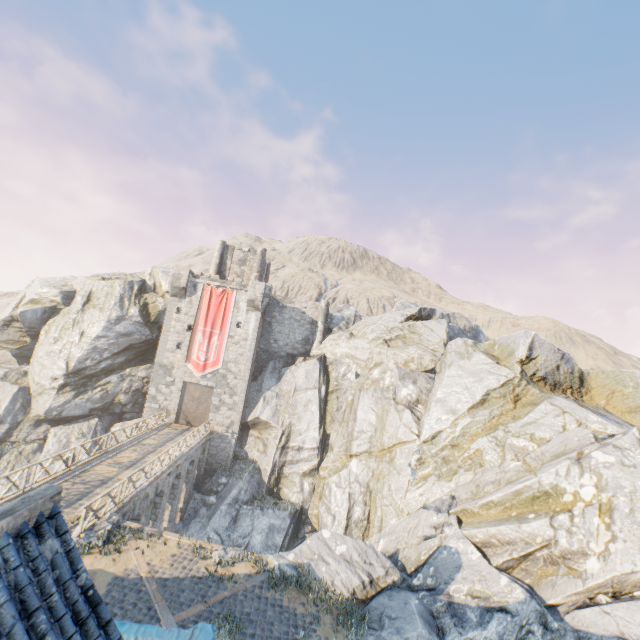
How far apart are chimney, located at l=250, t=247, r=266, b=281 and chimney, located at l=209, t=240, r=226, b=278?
3.19m

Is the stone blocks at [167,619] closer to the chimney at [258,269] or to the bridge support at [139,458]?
the bridge support at [139,458]

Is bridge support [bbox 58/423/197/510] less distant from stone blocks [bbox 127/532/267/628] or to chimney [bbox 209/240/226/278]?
stone blocks [bbox 127/532/267/628]

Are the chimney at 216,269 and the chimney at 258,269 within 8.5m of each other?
yes

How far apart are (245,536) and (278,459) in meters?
6.0

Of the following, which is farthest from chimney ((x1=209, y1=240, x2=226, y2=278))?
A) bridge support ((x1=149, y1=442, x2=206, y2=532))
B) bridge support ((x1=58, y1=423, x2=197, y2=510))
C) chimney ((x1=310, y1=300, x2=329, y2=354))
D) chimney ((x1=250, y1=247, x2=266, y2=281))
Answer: bridge support ((x1=58, y1=423, x2=197, y2=510))

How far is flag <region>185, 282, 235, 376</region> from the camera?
30.7m

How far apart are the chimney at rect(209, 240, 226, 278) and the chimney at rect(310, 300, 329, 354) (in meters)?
11.89
